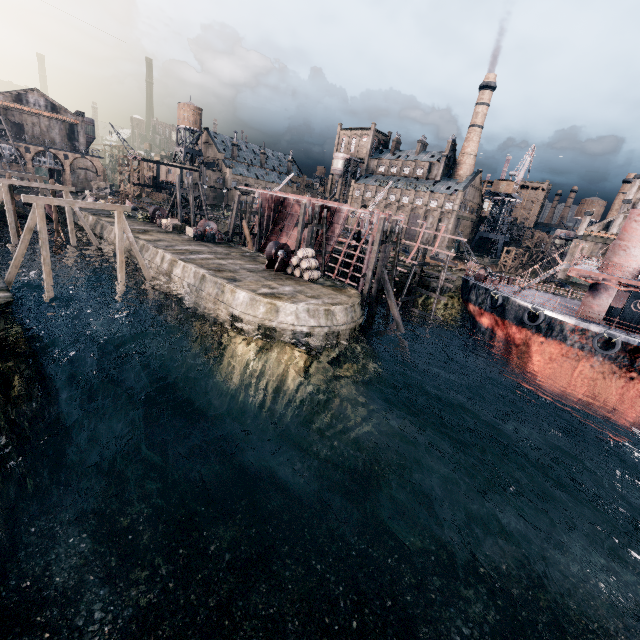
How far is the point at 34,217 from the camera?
20.1 meters

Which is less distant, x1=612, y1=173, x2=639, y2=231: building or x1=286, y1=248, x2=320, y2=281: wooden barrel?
x1=286, y1=248, x2=320, y2=281: wooden barrel

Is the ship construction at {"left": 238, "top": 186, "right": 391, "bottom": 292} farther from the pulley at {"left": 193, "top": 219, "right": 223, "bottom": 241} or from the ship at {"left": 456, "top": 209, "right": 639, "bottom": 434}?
the pulley at {"left": 193, "top": 219, "right": 223, "bottom": 241}

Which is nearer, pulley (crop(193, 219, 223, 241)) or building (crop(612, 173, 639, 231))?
pulley (crop(193, 219, 223, 241))

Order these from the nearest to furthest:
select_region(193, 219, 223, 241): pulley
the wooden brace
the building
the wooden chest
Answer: the wooden brace
select_region(193, 219, 223, 241): pulley
the wooden chest
the building

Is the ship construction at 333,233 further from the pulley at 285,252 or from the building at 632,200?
the building at 632,200

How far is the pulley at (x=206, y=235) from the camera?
38.21m

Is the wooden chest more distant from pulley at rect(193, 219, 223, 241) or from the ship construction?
pulley at rect(193, 219, 223, 241)
